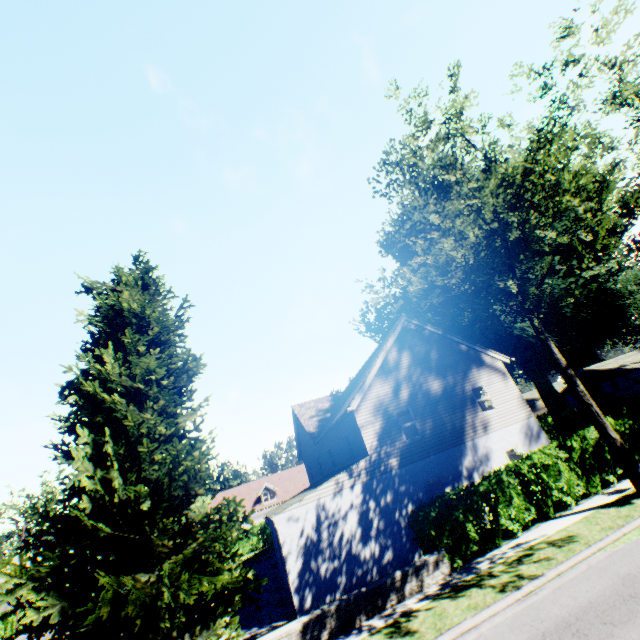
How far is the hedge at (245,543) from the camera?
34.3 meters

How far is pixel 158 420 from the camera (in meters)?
10.91

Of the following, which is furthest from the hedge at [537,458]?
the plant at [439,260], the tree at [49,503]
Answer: the plant at [439,260]

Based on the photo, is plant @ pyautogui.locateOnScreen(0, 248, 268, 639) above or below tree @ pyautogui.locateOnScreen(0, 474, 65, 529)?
below

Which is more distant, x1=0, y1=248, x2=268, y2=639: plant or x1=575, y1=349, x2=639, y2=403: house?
x1=575, y1=349, x2=639, y2=403: house

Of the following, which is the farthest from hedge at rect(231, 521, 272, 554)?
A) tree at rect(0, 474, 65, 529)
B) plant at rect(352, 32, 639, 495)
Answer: plant at rect(352, 32, 639, 495)

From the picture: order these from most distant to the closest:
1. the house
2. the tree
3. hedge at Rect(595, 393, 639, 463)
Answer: the tree, the house, hedge at Rect(595, 393, 639, 463)

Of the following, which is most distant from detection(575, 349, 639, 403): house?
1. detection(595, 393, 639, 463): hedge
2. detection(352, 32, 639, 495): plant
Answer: detection(595, 393, 639, 463): hedge
